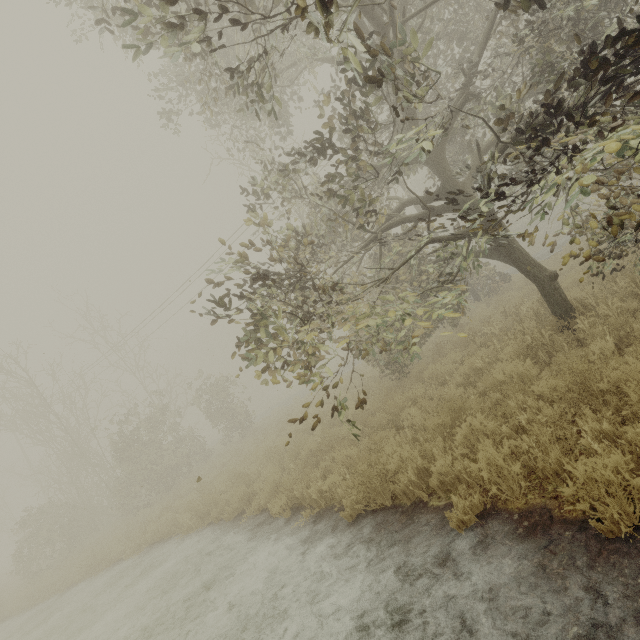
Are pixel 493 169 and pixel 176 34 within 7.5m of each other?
no
